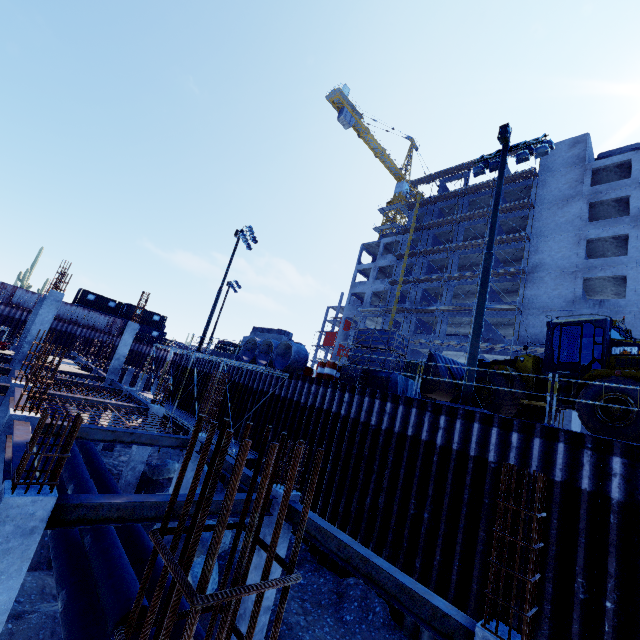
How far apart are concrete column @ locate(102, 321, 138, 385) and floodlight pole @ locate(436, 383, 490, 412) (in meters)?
21.38

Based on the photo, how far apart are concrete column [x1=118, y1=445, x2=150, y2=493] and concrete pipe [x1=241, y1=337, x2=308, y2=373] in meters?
5.4

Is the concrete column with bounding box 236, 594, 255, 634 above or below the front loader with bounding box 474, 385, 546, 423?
below

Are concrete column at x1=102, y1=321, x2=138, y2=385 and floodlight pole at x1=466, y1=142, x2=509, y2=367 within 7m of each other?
no

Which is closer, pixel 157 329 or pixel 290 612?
pixel 290 612

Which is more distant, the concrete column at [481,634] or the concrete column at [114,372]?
the concrete column at [114,372]

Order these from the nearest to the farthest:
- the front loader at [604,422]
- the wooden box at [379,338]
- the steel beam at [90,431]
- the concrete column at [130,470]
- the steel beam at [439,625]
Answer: the steel beam at [439,625] → the front loader at [604,422] → the steel beam at [90,431] → the wooden box at [379,338] → the concrete column at [130,470]

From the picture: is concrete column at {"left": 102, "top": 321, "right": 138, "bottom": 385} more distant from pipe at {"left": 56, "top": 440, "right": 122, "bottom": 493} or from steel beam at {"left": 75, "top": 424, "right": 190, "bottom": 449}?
steel beam at {"left": 75, "top": 424, "right": 190, "bottom": 449}
